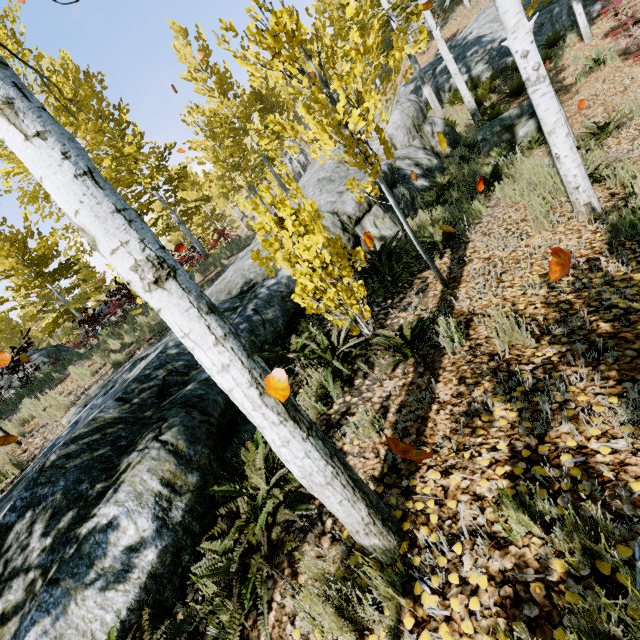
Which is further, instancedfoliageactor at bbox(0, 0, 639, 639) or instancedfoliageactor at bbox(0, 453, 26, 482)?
instancedfoliageactor at bbox(0, 453, 26, 482)

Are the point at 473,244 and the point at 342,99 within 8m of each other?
no

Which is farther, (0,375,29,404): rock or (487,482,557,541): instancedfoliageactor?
(0,375,29,404): rock

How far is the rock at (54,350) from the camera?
11.16m

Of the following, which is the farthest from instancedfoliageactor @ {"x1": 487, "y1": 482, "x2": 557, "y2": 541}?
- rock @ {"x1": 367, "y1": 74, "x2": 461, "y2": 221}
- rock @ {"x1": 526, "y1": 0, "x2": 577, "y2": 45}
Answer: rock @ {"x1": 526, "y1": 0, "x2": 577, "y2": 45}

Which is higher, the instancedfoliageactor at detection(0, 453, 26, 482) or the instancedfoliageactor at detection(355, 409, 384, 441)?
the instancedfoliageactor at detection(0, 453, 26, 482)

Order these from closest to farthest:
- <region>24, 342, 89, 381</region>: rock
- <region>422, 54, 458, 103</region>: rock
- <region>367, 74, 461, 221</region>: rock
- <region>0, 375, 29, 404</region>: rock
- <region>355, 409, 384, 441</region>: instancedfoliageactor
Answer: <region>355, 409, 384, 441</region>: instancedfoliageactor, <region>367, 74, 461, 221</region>: rock, <region>0, 375, 29, 404</region>: rock, <region>24, 342, 89, 381</region>: rock, <region>422, 54, 458, 103</region>: rock
